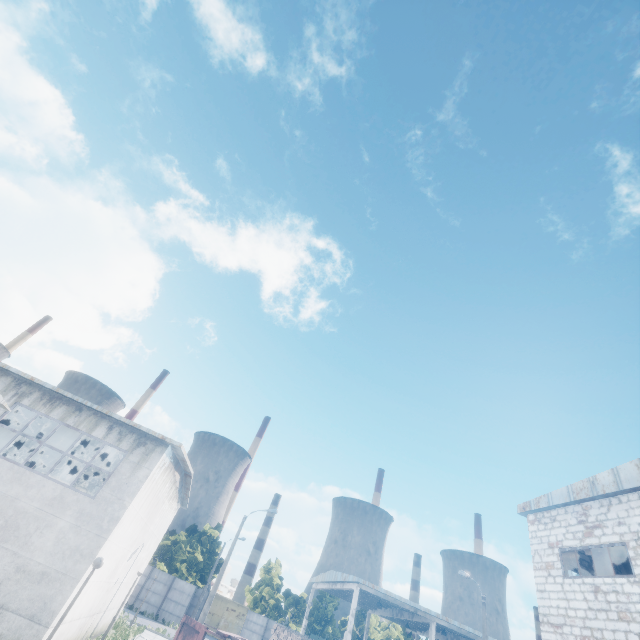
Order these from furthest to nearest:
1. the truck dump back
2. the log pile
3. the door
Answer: the door → the log pile → the truck dump back

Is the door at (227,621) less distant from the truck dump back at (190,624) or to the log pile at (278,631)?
the log pile at (278,631)

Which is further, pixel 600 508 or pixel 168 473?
pixel 168 473

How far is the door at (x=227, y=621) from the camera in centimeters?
4169cm

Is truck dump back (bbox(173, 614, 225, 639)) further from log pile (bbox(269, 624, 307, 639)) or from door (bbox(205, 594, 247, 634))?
door (bbox(205, 594, 247, 634))

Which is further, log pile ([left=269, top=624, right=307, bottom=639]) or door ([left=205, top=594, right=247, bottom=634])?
door ([left=205, top=594, right=247, bottom=634])

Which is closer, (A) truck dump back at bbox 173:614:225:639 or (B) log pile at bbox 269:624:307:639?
(A) truck dump back at bbox 173:614:225:639
